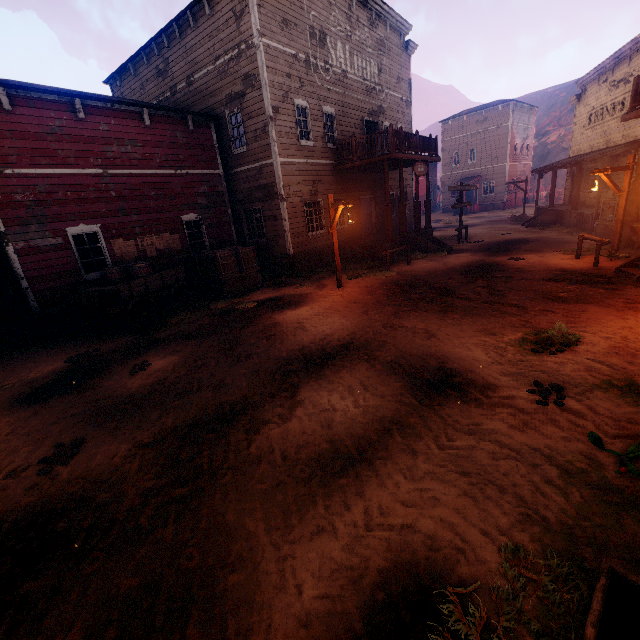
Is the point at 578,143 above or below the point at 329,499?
above

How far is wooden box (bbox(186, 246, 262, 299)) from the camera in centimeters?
1249cm

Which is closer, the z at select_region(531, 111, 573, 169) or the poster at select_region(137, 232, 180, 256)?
the poster at select_region(137, 232, 180, 256)

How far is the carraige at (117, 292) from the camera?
8.91m

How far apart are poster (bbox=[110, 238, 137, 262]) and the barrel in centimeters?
89cm

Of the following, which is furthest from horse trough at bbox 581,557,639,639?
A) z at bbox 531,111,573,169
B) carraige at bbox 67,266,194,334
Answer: carraige at bbox 67,266,194,334

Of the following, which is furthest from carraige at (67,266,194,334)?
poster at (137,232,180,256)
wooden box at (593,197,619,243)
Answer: wooden box at (593,197,619,243)

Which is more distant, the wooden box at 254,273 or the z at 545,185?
the z at 545,185
